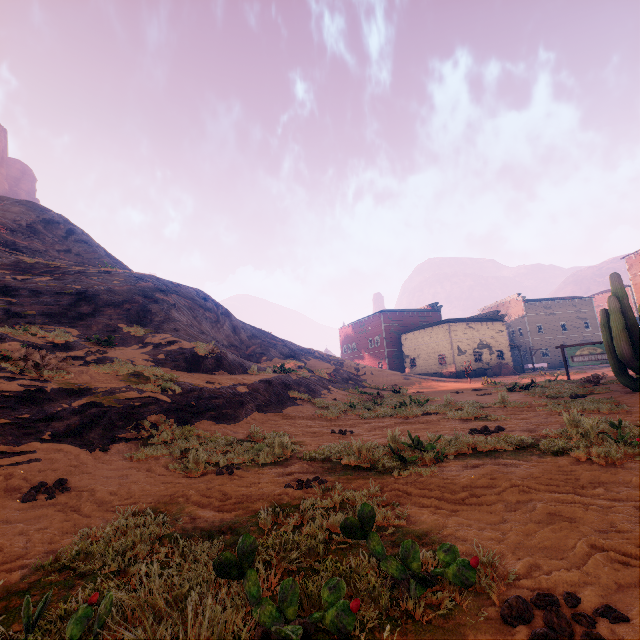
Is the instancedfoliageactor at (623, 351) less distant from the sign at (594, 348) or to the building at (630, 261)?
the sign at (594, 348)

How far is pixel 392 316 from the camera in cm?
5147

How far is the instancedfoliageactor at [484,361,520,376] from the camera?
37.9m

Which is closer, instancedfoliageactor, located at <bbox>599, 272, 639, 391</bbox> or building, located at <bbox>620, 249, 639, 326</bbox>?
instancedfoliageactor, located at <bbox>599, 272, 639, 391</bbox>

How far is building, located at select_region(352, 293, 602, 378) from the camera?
41.09m

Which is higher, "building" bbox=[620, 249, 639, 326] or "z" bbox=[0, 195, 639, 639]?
"building" bbox=[620, 249, 639, 326]

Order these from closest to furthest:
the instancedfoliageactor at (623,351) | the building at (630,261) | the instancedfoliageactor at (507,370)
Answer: the instancedfoliageactor at (623,351), the building at (630,261), the instancedfoliageactor at (507,370)

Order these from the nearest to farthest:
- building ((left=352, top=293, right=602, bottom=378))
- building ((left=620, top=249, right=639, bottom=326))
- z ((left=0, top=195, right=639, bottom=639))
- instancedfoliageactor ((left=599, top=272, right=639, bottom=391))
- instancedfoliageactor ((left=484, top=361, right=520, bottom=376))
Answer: z ((left=0, top=195, right=639, bottom=639))
instancedfoliageactor ((left=599, top=272, right=639, bottom=391))
building ((left=620, top=249, right=639, bottom=326))
instancedfoliageactor ((left=484, top=361, right=520, bottom=376))
building ((left=352, top=293, right=602, bottom=378))
